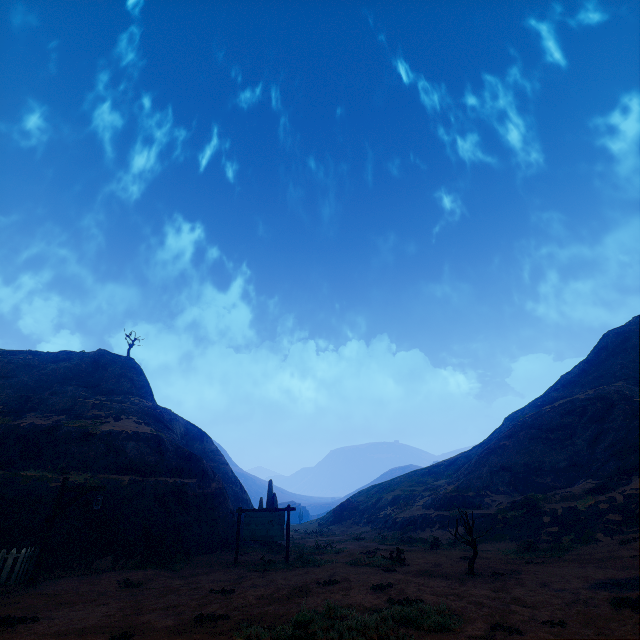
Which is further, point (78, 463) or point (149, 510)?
point (78, 463)

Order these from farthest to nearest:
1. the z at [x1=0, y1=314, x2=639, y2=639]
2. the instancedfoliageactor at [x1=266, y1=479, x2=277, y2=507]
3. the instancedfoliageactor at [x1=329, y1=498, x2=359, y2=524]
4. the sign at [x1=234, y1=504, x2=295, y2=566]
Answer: the instancedfoliageactor at [x1=329, y1=498, x2=359, y2=524], the instancedfoliageactor at [x1=266, y1=479, x2=277, y2=507], the sign at [x1=234, y1=504, x2=295, y2=566], the z at [x1=0, y1=314, x2=639, y2=639]

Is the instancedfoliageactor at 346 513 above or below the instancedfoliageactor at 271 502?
below

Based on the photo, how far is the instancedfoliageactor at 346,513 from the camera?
41.69m

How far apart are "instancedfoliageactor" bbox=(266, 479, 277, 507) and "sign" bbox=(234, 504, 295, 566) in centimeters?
742cm

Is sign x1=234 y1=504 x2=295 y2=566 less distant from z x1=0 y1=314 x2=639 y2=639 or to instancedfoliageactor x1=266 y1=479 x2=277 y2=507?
z x1=0 y1=314 x2=639 y2=639

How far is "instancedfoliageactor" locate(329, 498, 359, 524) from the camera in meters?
41.7 m

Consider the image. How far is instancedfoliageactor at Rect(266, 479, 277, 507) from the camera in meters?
23.0 m
